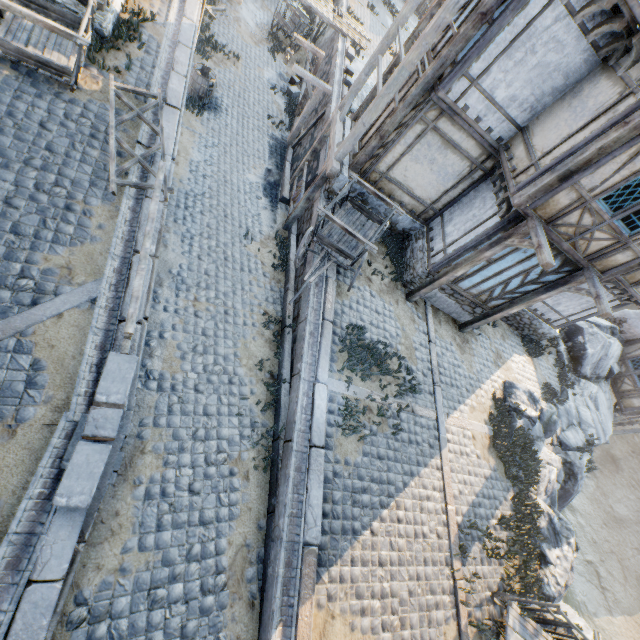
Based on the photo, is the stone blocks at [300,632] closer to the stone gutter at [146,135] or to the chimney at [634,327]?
the stone gutter at [146,135]

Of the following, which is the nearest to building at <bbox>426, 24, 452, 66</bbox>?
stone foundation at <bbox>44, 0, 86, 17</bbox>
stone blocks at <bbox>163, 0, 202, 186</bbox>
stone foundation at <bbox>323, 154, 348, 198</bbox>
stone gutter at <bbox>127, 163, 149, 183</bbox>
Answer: stone foundation at <bbox>323, 154, 348, 198</bbox>

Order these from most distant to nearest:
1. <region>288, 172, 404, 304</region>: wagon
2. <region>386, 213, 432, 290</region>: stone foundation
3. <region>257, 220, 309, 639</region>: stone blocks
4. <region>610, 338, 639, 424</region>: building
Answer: <region>610, 338, 639, 424</region>: building, <region>386, 213, 432, 290</region>: stone foundation, <region>288, 172, 404, 304</region>: wagon, <region>257, 220, 309, 639</region>: stone blocks

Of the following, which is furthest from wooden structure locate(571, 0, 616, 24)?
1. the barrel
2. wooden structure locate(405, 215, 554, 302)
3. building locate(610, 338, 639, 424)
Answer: building locate(610, 338, 639, 424)

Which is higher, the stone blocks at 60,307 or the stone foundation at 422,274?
the stone foundation at 422,274

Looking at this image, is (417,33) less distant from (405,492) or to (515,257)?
(515,257)

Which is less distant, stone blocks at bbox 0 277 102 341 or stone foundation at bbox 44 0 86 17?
stone blocks at bbox 0 277 102 341

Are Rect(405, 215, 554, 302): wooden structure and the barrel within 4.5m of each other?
no
